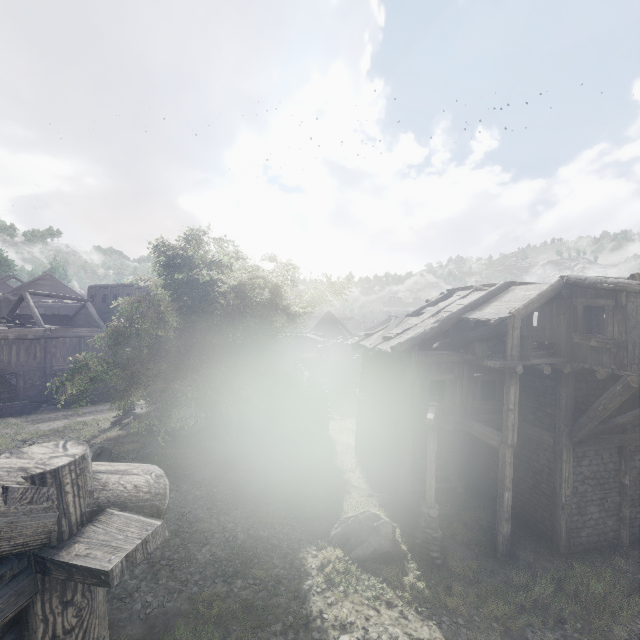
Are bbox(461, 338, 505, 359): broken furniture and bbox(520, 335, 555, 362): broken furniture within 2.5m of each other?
yes

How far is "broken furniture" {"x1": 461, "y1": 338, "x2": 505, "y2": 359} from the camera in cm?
1217

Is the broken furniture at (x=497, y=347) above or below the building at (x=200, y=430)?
above

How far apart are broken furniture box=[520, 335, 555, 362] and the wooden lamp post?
3.2 meters

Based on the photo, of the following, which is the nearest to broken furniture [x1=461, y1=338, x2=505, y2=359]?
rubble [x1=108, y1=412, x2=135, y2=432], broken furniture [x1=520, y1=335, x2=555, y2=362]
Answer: broken furniture [x1=520, y1=335, x2=555, y2=362]

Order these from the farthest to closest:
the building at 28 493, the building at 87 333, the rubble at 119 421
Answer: the building at 87 333 → the rubble at 119 421 → the building at 28 493

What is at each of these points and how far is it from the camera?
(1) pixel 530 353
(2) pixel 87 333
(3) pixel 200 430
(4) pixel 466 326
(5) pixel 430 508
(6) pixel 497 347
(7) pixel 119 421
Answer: (1) broken furniture, 11.0 meters
(2) building, 28.3 meters
(3) building, 20.0 meters
(4) building, 18.7 meters
(5) wooden lamp post, 10.9 meters
(6) broken furniture, 13.7 meters
(7) rubble, 20.9 meters

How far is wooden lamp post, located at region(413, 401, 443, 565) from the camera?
10.6 meters
